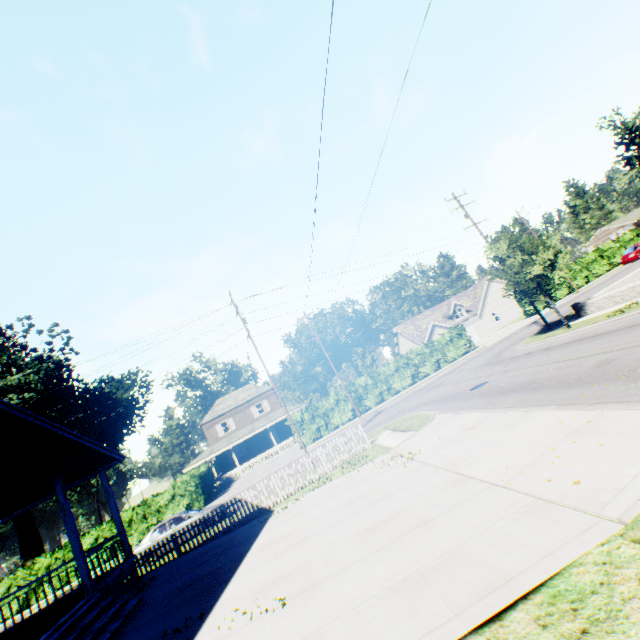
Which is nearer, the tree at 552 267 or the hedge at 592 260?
the tree at 552 267

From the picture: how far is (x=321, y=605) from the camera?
5.3m

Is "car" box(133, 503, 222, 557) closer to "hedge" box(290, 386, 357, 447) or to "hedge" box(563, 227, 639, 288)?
"hedge" box(290, 386, 357, 447)

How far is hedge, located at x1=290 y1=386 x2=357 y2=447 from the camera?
31.39m

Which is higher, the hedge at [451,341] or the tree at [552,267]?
the tree at [552,267]

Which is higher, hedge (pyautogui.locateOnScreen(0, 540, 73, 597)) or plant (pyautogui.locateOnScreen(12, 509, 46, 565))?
plant (pyautogui.locateOnScreen(12, 509, 46, 565))

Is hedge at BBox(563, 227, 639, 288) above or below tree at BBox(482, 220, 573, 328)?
below

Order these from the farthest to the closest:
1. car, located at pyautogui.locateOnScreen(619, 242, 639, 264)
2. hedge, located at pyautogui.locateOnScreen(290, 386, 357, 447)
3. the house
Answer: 1. car, located at pyautogui.locateOnScreen(619, 242, 639, 264)
2. hedge, located at pyautogui.locateOnScreen(290, 386, 357, 447)
3. the house
